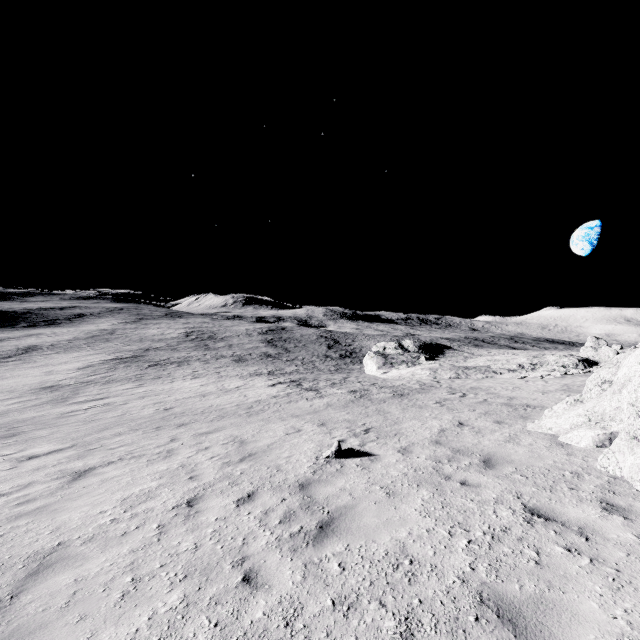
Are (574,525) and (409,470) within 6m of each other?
yes
